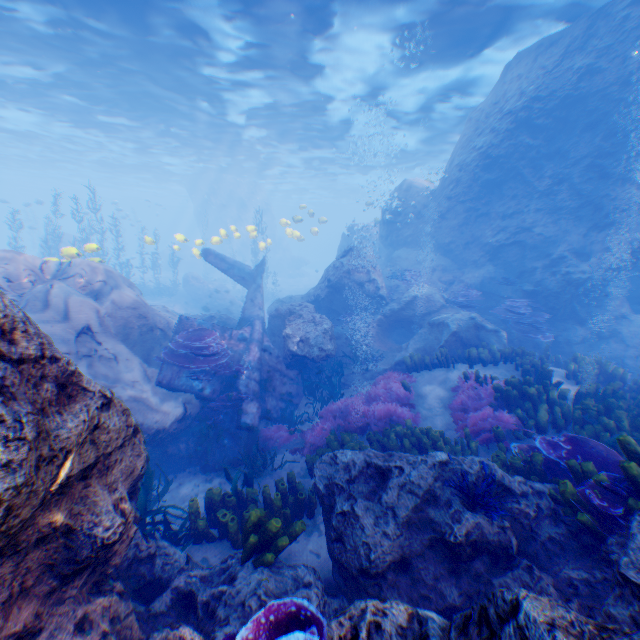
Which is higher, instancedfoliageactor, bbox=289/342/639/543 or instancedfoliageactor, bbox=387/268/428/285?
instancedfoliageactor, bbox=387/268/428/285

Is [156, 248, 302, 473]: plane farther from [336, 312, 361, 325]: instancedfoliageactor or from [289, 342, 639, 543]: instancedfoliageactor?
[336, 312, 361, 325]: instancedfoliageactor

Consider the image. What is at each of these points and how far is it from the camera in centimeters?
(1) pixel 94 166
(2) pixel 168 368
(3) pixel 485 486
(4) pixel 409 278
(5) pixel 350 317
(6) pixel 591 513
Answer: (1) light, 3956cm
(2) plane, 882cm
(3) instancedfoliageactor, 362cm
(4) instancedfoliageactor, 1500cm
(5) instancedfoliageactor, 1341cm
(6) instancedfoliageactor, 338cm

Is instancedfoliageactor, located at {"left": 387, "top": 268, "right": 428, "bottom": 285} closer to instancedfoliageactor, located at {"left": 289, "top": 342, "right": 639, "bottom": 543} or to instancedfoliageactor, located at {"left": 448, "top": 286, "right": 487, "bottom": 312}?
instancedfoliageactor, located at {"left": 448, "top": 286, "right": 487, "bottom": 312}

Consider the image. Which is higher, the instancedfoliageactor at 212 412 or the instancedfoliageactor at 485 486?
the instancedfoliageactor at 485 486

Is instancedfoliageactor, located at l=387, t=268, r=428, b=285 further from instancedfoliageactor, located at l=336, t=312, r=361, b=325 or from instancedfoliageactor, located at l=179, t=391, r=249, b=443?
instancedfoliageactor, located at l=179, t=391, r=249, b=443

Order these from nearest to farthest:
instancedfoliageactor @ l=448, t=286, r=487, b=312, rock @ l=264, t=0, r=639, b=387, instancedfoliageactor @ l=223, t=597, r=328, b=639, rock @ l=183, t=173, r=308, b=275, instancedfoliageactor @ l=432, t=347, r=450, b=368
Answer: instancedfoliageactor @ l=223, t=597, r=328, b=639
instancedfoliageactor @ l=432, t=347, r=450, b=368
rock @ l=264, t=0, r=639, b=387
instancedfoliageactor @ l=448, t=286, r=487, b=312
rock @ l=183, t=173, r=308, b=275

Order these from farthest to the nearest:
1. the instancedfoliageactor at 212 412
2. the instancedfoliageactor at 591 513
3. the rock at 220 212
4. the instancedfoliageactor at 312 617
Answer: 1. the rock at 220 212
2. the instancedfoliageactor at 212 412
3. the instancedfoliageactor at 591 513
4. the instancedfoliageactor at 312 617
